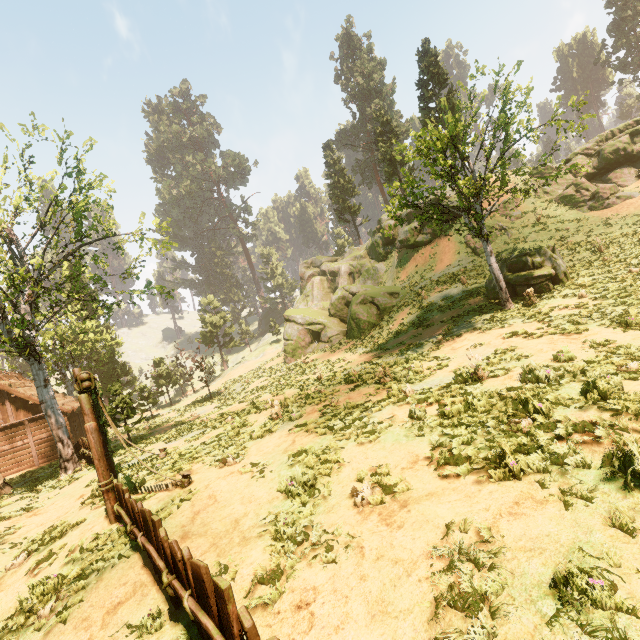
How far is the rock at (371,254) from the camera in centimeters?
2809cm

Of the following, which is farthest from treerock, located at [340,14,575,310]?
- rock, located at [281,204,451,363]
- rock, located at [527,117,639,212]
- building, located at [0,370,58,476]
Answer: rock, located at [527,117,639,212]

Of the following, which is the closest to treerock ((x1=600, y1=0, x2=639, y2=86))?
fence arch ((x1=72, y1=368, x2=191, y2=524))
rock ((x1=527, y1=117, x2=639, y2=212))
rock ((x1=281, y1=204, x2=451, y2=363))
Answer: rock ((x1=281, y1=204, x2=451, y2=363))

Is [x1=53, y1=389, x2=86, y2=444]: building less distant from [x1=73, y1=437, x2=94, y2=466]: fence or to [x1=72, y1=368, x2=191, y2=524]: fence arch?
[x1=73, y1=437, x2=94, y2=466]: fence

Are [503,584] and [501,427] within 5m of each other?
yes

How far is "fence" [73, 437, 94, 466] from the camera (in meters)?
14.63

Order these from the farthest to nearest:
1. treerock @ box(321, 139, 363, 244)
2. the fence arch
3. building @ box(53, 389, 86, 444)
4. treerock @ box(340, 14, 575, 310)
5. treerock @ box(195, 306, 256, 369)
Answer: treerock @ box(321, 139, 363, 244) < treerock @ box(195, 306, 256, 369) < building @ box(53, 389, 86, 444) < treerock @ box(340, 14, 575, 310) < the fence arch

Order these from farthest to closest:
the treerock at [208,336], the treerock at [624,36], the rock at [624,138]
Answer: the treerock at [208,336] → the treerock at [624,36] → the rock at [624,138]
